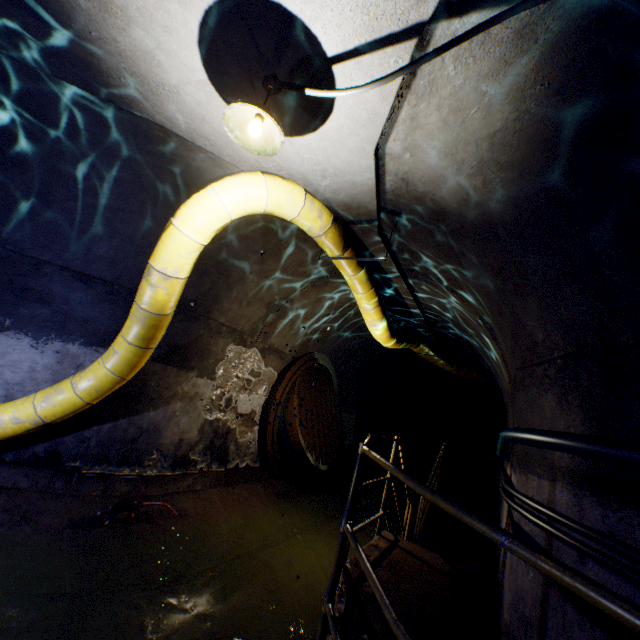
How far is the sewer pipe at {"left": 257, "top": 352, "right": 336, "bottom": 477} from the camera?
6.8 meters

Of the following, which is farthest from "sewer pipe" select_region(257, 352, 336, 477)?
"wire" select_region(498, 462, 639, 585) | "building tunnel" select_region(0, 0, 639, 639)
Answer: "wire" select_region(498, 462, 639, 585)

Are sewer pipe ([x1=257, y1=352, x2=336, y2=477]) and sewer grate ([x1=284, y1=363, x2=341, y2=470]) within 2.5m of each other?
yes

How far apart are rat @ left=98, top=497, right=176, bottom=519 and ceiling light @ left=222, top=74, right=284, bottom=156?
4.3 meters

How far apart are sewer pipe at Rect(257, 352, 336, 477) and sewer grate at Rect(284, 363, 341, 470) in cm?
1

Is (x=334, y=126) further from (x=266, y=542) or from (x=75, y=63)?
(x=266, y=542)

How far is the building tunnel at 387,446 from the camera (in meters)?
11.91

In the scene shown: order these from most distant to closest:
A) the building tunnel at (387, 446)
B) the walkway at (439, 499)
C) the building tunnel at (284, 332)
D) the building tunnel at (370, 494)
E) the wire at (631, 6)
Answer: the building tunnel at (387, 446)
the building tunnel at (370, 494)
the building tunnel at (284, 332)
the wire at (631, 6)
the walkway at (439, 499)
